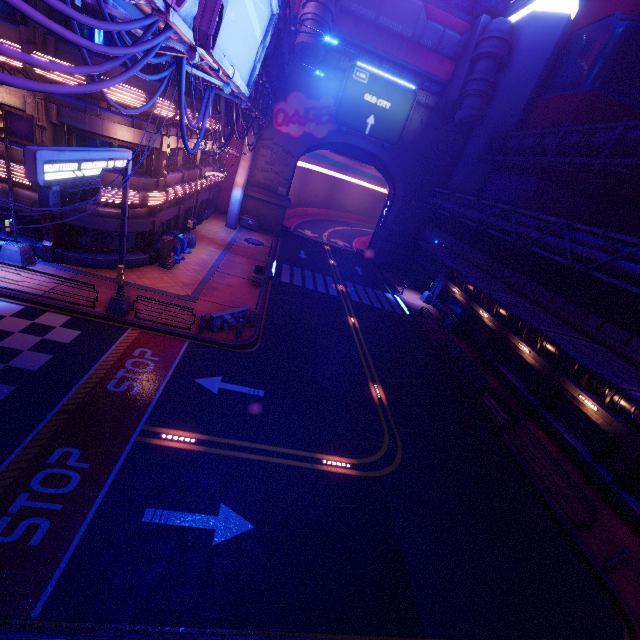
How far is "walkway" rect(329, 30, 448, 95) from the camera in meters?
33.0

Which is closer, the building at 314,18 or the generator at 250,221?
the building at 314,18

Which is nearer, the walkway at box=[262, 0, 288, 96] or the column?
the walkway at box=[262, 0, 288, 96]

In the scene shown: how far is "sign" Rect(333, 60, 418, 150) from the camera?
31.9m

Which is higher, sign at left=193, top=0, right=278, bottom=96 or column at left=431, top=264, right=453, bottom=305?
sign at left=193, top=0, right=278, bottom=96

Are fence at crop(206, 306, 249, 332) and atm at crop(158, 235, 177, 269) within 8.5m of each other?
yes

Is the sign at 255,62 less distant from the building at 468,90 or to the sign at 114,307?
the sign at 114,307

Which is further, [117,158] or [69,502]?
[117,158]
